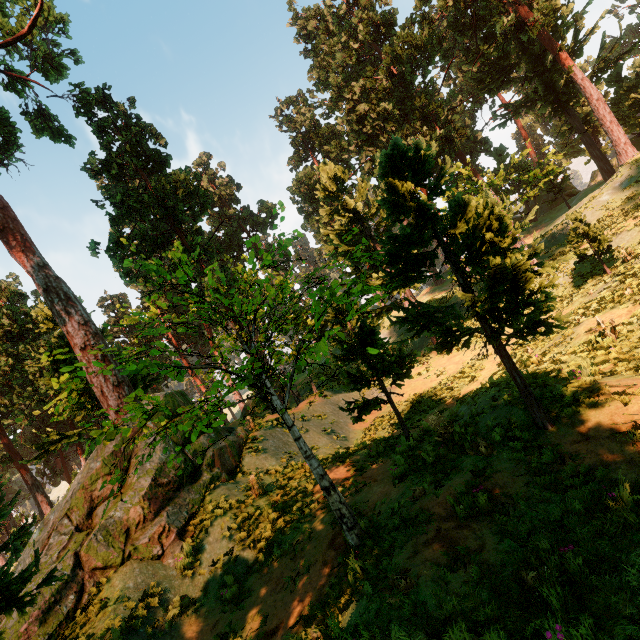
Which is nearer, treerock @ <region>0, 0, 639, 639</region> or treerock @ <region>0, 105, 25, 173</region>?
treerock @ <region>0, 0, 639, 639</region>

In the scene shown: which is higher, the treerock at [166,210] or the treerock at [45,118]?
the treerock at [45,118]

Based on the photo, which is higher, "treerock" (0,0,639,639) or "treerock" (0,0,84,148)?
"treerock" (0,0,84,148)

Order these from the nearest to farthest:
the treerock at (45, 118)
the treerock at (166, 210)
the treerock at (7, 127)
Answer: the treerock at (166, 210) < the treerock at (45, 118) < the treerock at (7, 127)

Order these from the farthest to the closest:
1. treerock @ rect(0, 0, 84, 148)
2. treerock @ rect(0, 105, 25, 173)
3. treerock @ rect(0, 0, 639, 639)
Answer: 1. treerock @ rect(0, 105, 25, 173)
2. treerock @ rect(0, 0, 84, 148)
3. treerock @ rect(0, 0, 639, 639)

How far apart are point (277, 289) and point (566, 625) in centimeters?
796cm
